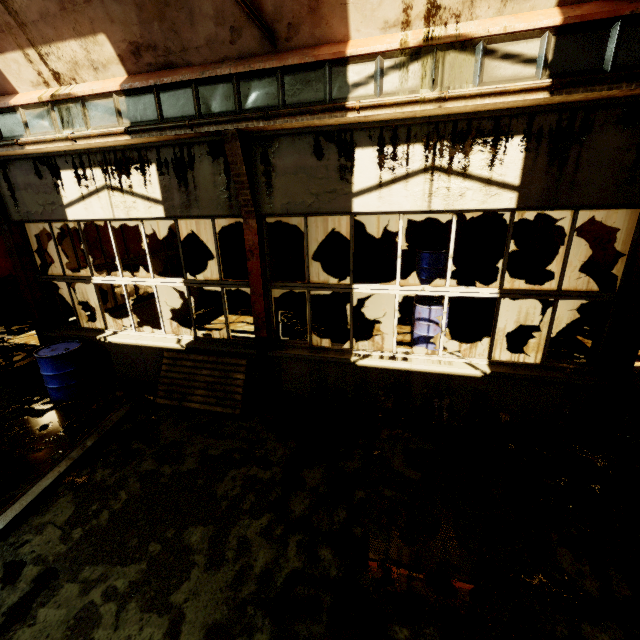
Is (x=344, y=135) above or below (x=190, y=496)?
above

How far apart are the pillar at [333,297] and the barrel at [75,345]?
6.09m

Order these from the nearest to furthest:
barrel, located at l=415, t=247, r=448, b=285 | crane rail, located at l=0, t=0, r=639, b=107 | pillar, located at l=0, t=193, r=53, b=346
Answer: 1. crane rail, located at l=0, t=0, r=639, b=107
2. pillar, located at l=0, t=193, r=53, b=346
3. barrel, located at l=415, t=247, r=448, b=285

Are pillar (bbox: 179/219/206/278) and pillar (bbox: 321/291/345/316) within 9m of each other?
yes

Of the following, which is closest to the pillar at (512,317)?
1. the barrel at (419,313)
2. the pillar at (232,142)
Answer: the barrel at (419,313)

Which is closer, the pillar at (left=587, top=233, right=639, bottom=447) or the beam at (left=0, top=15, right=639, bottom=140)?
the beam at (left=0, top=15, right=639, bottom=140)

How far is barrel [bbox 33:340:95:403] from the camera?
5.7 meters

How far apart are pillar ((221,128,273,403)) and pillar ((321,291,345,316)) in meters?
4.3
